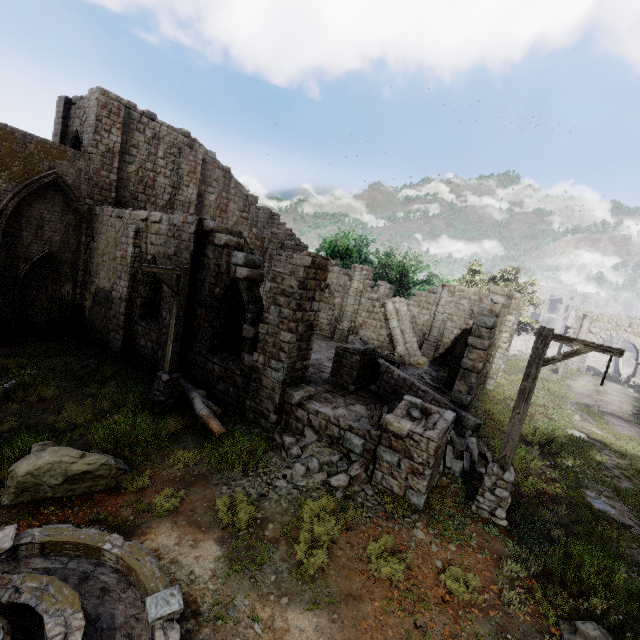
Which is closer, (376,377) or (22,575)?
(22,575)

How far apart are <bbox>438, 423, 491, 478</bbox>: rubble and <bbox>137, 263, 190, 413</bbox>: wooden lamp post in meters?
8.0

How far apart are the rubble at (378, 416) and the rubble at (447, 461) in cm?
10

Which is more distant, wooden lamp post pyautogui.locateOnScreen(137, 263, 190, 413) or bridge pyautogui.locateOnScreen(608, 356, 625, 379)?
bridge pyautogui.locateOnScreen(608, 356, 625, 379)

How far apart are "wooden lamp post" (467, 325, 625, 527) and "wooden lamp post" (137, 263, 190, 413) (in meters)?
8.37

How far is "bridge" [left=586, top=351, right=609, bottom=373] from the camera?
38.50m

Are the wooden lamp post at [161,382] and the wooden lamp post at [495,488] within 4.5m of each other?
no

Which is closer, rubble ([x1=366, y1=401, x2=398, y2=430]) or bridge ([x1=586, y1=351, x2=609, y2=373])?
rubble ([x1=366, y1=401, x2=398, y2=430])
